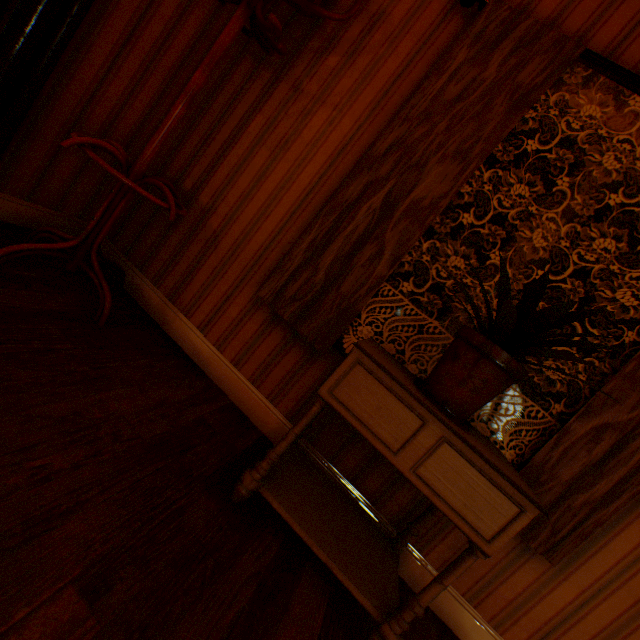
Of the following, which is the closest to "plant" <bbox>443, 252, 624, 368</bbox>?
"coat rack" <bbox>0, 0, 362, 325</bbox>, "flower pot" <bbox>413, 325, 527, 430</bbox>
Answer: "flower pot" <bbox>413, 325, 527, 430</bbox>

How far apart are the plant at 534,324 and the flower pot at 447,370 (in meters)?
0.04

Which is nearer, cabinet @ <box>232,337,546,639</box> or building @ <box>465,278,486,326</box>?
cabinet @ <box>232,337,546,639</box>

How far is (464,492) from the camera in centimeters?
108cm

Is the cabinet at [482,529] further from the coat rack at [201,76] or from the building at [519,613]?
the coat rack at [201,76]

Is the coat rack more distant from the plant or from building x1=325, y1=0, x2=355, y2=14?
the plant

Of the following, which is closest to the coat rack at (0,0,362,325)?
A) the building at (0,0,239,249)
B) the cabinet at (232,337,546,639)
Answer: the building at (0,0,239,249)

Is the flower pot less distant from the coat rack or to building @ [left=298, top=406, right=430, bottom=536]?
building @ [left=298, top=406, right=430, bottom=536]
